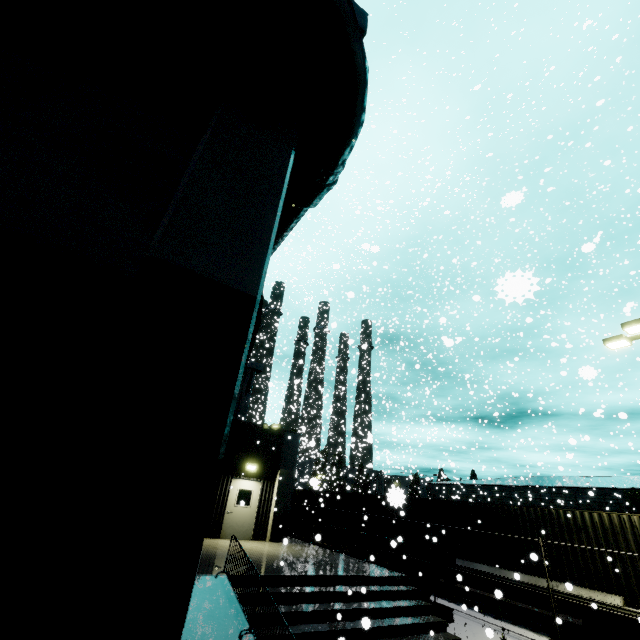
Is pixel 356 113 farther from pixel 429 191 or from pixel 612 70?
pixel 612 70

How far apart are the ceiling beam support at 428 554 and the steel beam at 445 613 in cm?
84

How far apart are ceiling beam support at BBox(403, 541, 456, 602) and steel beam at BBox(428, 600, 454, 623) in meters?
0.8

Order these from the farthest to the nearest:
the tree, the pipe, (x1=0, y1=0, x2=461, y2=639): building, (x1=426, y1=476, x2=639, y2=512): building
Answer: (x1=426, y1=476, x2=639, y2=512): building
the tree
the pipe
(x1=0, y1=0, x2=461, y2=639): building

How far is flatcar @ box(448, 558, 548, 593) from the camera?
12.05m

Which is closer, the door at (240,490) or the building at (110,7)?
the building at (110,7)

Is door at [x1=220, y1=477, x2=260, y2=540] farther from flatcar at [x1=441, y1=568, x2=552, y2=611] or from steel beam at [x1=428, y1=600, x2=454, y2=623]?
steel beam at [x1=428, y1=600, x2=454, y2=623]

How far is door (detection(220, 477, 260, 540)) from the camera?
14.5 meters
